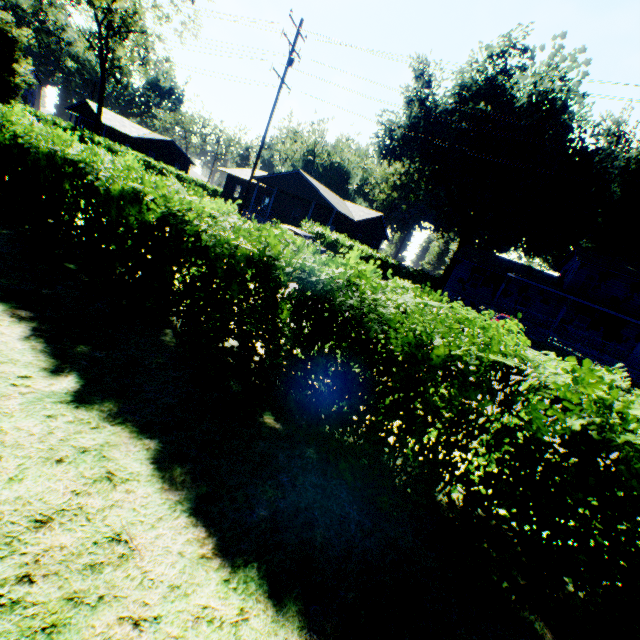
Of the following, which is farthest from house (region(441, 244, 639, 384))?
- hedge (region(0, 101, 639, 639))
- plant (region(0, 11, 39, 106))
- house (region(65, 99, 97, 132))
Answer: house (region(65, 99, 97, 132))

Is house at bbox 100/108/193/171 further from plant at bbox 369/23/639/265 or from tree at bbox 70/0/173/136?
plant at bbox 369/23/639/265

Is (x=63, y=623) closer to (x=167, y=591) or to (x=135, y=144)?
(x=167, y=591)

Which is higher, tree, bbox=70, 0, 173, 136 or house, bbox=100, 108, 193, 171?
tree, bbox=70, 0, 173, 136

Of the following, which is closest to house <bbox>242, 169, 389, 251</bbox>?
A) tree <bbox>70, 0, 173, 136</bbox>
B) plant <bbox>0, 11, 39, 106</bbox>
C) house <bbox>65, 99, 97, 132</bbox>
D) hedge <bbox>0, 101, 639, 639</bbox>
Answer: tree <bbox>70, 0, 173, 136</bbox>

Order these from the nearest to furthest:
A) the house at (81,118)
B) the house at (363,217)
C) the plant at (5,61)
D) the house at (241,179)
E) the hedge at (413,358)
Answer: the hedge at (413,358) → the plant at (5,61) → the house at (363,217) → the house at (241,179) → the house at (81,118)

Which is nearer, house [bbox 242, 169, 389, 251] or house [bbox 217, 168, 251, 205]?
house [bbox 242, 169, 389, 251]

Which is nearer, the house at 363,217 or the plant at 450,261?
the house at 363,217
